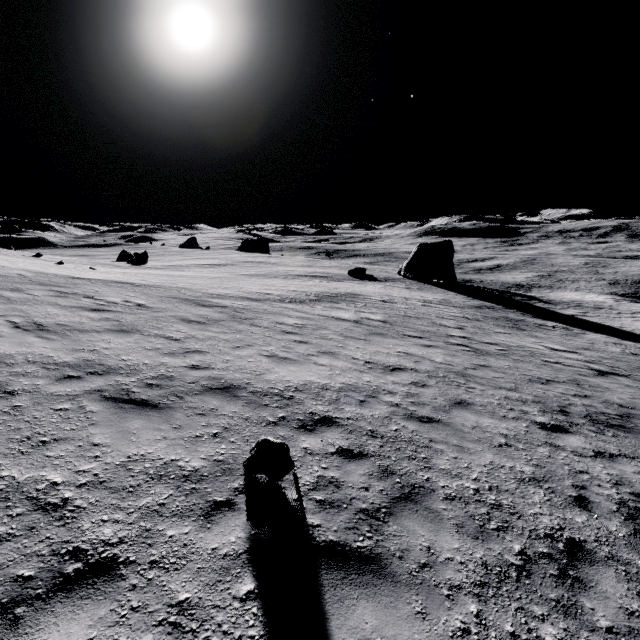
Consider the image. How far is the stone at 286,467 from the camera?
4.4 meters

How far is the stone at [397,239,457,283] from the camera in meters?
44.8 m

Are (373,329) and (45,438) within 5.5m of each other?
no

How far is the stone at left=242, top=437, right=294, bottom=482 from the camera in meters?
4.4

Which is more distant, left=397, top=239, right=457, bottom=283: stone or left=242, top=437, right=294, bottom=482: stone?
left=397, top=239, right=457, bottom=283: stone

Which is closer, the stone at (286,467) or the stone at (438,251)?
the stone at (286,467)
